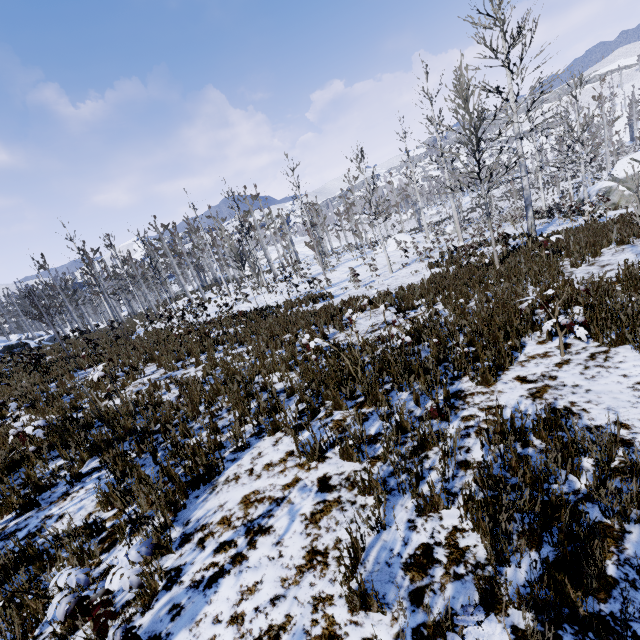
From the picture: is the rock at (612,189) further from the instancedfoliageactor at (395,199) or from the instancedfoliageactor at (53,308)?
the instancedfoliageactor at (53,308)

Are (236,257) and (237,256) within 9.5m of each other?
yes

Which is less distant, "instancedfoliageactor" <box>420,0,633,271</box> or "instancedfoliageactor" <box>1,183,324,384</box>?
"instancedfoliageactor" <box>420,0,633,271</box>

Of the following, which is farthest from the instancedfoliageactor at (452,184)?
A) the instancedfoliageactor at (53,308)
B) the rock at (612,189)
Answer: the instancedfoliageactor at (53,308)

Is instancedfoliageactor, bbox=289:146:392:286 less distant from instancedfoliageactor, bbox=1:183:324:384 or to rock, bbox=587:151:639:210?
rock, bbox=587:151:639:210

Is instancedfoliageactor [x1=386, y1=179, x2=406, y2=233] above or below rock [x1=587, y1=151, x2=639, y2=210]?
above
